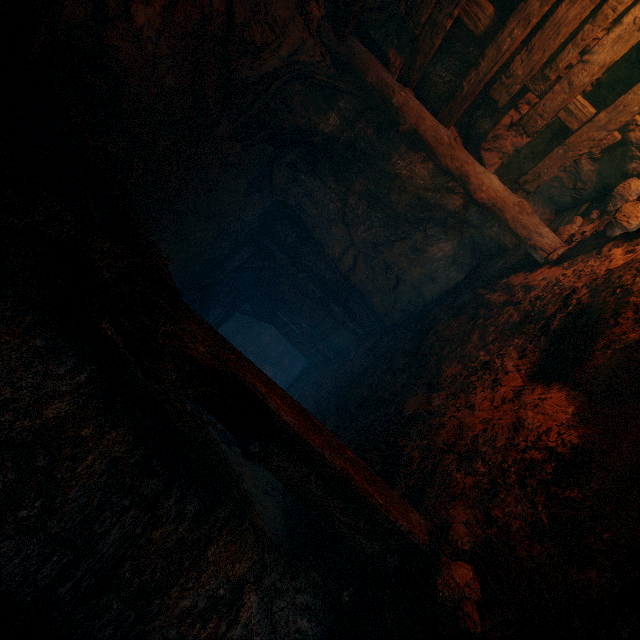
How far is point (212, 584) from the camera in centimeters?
246cm

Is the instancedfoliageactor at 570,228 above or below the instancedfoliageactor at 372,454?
below

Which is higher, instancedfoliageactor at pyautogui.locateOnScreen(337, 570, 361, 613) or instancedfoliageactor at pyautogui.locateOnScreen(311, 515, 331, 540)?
instancedfoliageactor at pyautogui.locateOnScreen(337, 570, 361, 613)

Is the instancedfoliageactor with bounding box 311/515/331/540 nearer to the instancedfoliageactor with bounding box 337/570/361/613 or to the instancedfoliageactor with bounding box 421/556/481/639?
the instancedfoliageactor with bounding box 337/570/361/613

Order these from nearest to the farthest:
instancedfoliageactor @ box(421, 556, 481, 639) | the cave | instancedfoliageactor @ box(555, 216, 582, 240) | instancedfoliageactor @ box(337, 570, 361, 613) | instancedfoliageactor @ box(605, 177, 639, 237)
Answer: instancedfoliageactor @ box(421, 556, 481, 639) → instancedfoliageactor @ box(337, 570, 361, 613) → instancedfoliageactor @ box(605, 177, 639, 237) → instancedfoliageactor @ box(555, 216, 582, 240) → the cave

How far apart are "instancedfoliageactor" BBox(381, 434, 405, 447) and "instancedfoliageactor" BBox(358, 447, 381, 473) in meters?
0.1

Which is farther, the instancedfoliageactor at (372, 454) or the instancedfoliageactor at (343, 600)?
the instancedfoliageactor at (372, 454)

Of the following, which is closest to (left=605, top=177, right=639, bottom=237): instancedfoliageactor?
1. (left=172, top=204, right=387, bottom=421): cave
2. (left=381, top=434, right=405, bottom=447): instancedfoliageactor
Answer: (left=381, top=434, right=405, bottom=447): instancedfoliageactor
